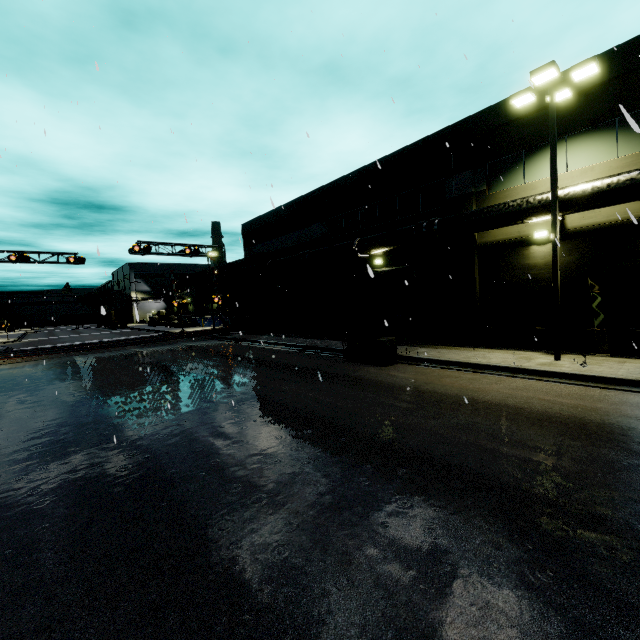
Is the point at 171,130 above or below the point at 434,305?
above

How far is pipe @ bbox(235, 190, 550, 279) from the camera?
12.6 meters

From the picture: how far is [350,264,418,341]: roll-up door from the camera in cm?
1880

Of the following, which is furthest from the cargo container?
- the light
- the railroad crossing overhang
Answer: the railroad crossing overhang

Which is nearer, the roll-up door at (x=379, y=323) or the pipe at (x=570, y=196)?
the pipe at (x=570, y=196)

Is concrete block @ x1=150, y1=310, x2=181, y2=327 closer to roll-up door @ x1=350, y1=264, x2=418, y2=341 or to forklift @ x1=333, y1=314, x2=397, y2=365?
roll-up door @ x1=350, y1=264, x2=418, y2=341

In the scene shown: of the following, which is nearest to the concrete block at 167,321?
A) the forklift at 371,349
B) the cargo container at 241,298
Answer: the cargo container at 241,298

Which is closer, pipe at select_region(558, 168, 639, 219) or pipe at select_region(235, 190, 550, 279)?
pipe at select_region(558, 168, 639, 219)
